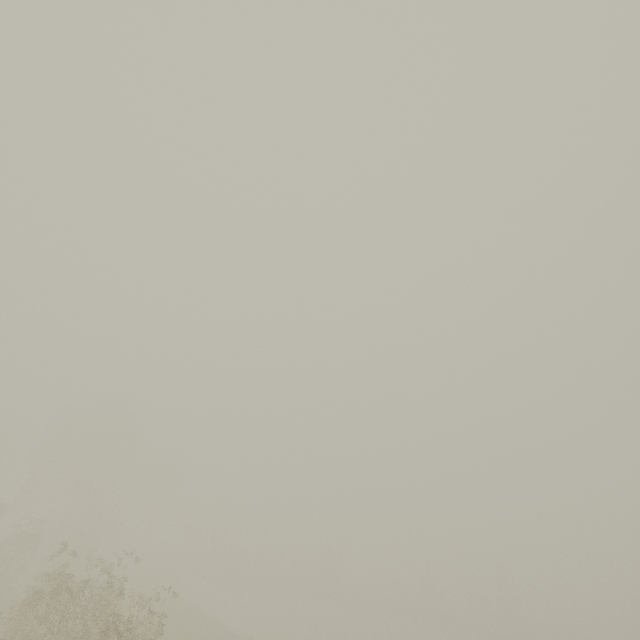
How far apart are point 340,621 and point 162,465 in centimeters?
3623cm
